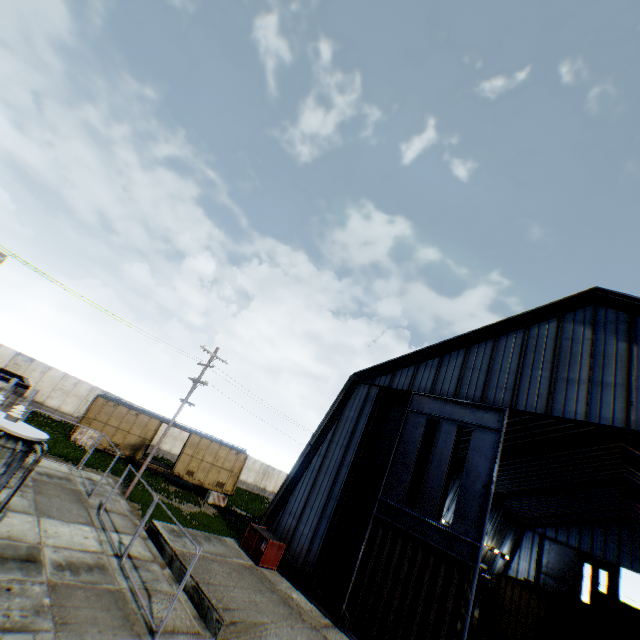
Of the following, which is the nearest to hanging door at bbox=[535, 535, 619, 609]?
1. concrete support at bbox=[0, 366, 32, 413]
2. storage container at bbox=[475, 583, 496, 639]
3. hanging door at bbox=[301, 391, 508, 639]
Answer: storage container at bbox=[475, 583, 496, 639]

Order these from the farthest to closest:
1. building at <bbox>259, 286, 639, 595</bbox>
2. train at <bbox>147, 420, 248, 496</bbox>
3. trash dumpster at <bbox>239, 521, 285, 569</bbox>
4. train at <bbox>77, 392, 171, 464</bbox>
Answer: train at <bbox>147, 420, 248, 496</bbox> < train at <bbox>77, 392, 171, 464</bbox> < trash dumpster at <bbox>239, 521, 285, 569</bbox> < building at <bbox>259, 286, 639, 595</bbox>

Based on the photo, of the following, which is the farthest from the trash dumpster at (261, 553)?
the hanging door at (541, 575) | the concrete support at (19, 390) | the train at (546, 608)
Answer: the hanging door at (541, 575)

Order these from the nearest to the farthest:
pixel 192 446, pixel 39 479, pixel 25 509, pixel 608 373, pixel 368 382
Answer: pixel 25 509 → pixel 608 373 → pixel 39 479 → pixel 368 382 → pixel 192 446

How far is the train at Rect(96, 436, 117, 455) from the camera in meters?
23.9

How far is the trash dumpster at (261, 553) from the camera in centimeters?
1556cm

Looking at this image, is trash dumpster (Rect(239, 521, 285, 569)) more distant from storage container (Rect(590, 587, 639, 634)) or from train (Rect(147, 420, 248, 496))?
storage container (Rect(590, 587, 639, 634))

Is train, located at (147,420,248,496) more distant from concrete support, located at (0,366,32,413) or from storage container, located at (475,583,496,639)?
storage container, located at (475,583,496,639)
